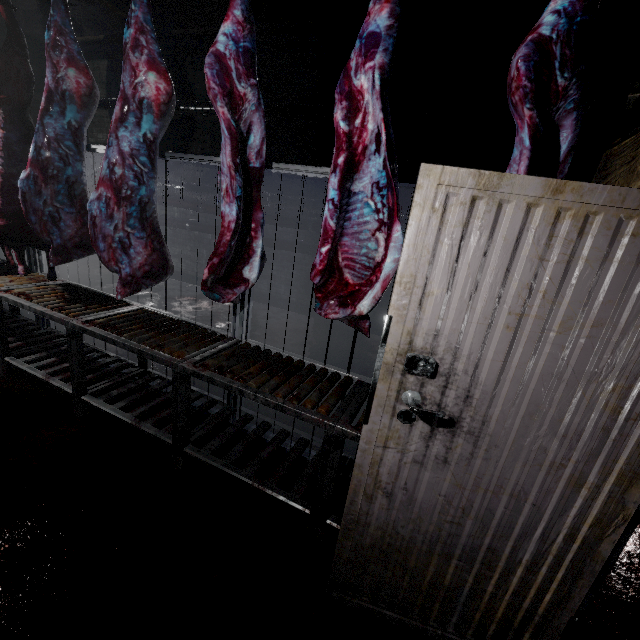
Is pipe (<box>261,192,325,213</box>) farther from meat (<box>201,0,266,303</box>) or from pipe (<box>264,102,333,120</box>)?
meat (<box>201,0,266,303</box>)

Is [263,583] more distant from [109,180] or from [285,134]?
[285,134]

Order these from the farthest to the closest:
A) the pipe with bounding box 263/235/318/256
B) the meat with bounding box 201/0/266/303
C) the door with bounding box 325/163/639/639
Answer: the pipe with bounding box 263/235/318/256 → the meat with bounding box 201/0/266/303 → the door with bounding box 325/163/639/639

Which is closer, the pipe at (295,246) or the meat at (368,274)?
the meat at (368,274)

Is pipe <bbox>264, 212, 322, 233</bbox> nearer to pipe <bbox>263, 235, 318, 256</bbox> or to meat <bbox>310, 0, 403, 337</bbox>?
pipe <bbox>263, 235, 318, 256</bbox>

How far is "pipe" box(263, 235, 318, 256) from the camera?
5.2m

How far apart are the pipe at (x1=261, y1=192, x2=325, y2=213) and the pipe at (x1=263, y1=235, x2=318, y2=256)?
0.1m

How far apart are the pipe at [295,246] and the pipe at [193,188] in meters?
0.1 m
